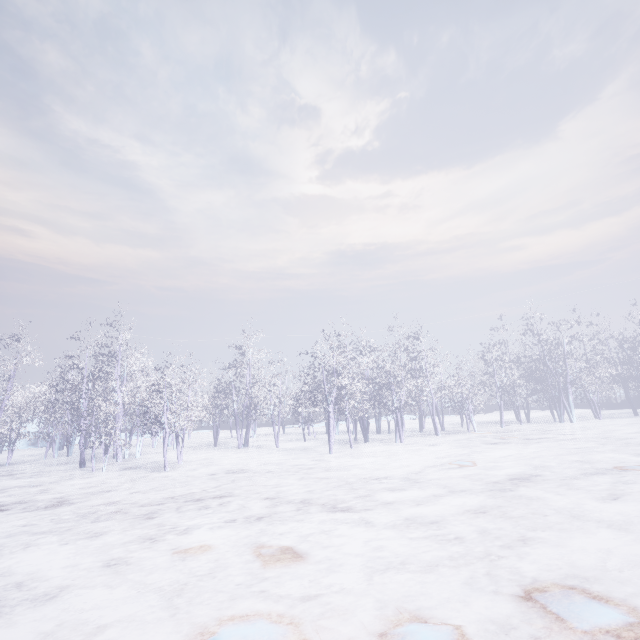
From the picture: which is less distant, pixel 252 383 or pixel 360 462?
pixel 360 462
